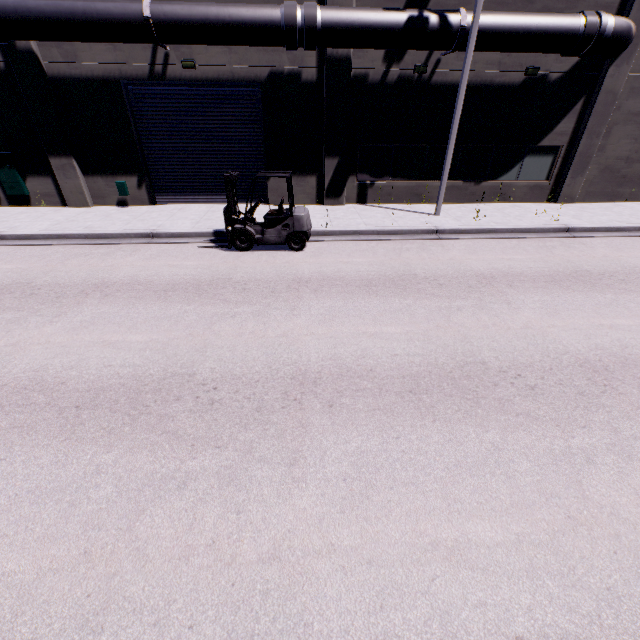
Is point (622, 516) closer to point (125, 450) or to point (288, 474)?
point (288, 474)

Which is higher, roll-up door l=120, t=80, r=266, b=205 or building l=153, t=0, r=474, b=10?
building l=153, t=0, r=474, b=10

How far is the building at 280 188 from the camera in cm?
1395

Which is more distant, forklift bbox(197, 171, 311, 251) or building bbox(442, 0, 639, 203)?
building bbox(442, 0, 639, 203)

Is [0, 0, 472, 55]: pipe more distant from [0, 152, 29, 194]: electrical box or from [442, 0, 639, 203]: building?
[0, 152, 29, 194]: electrical box

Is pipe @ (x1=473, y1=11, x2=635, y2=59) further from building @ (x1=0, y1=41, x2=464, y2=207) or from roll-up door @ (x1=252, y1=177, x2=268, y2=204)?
roll-up door @ (x1=252, y1=177, x2=268, y2=204)

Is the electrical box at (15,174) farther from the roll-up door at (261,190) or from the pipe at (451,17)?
the pipe at (451,17)

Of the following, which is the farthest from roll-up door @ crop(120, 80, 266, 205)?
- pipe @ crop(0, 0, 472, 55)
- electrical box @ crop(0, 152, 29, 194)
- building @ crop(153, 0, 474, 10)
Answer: electrical box @ crop(0, 152, 29, 194)
